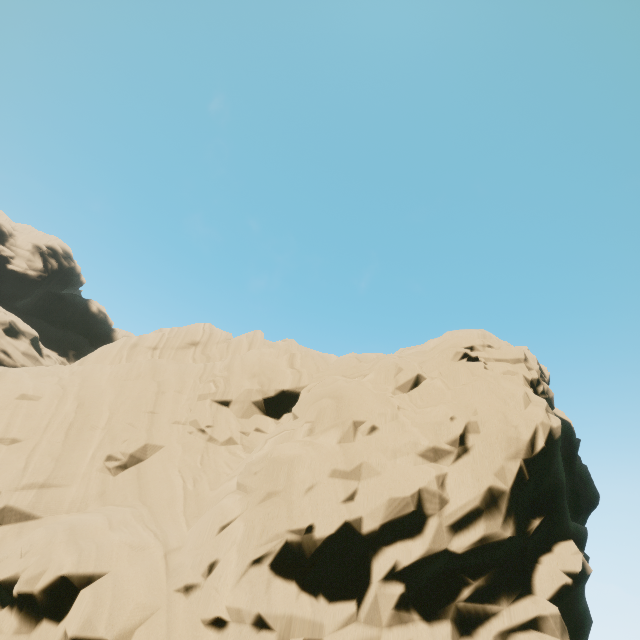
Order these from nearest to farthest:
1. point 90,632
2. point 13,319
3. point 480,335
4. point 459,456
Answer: point 90,632 → point 459,456 → point 480,335 → point 13,319
